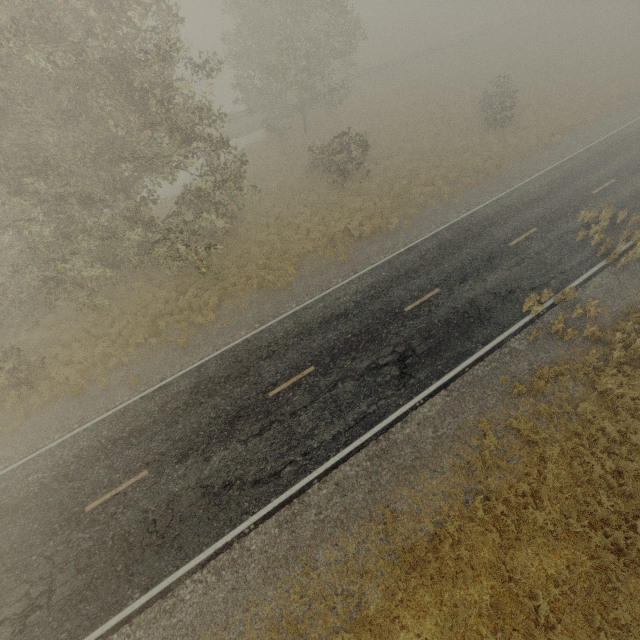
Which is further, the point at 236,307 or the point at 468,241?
the point at 468,241
